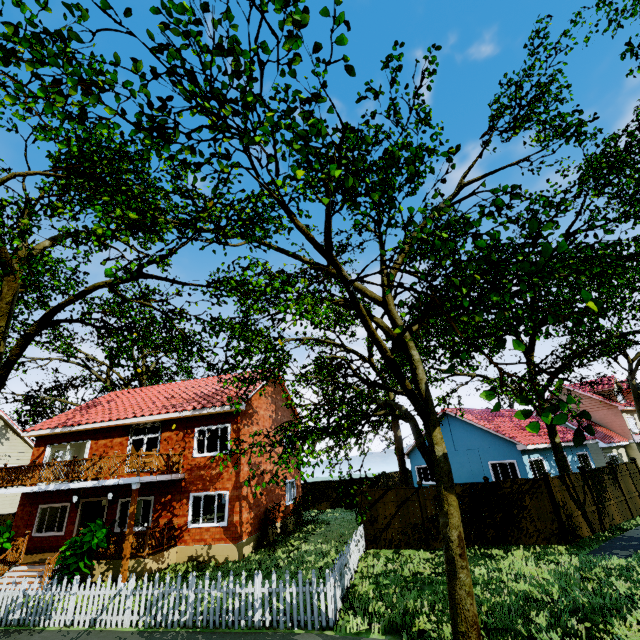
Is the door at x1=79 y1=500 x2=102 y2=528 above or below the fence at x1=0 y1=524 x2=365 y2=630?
above

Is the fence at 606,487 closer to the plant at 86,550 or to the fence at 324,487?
the fence at 324,487

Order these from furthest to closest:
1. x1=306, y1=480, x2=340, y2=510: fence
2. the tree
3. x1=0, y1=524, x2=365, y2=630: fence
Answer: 1. x1=306, y1=480, x2=340, y2=510: fence
2. x1=0, y1=524, x2=365, y2=630: fence
3. the tree

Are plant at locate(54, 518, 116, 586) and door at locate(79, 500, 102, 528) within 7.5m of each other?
yes

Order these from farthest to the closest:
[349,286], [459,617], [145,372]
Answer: [145,372] < [459,617] < [349,286]

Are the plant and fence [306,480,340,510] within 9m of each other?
no

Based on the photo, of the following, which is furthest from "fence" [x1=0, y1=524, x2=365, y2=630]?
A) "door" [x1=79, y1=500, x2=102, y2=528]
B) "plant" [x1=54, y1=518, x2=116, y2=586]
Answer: "door" [x1=79, y1=500, x2=102, y2=528]

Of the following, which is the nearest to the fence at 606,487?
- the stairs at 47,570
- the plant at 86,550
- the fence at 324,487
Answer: the fence at 324,487
